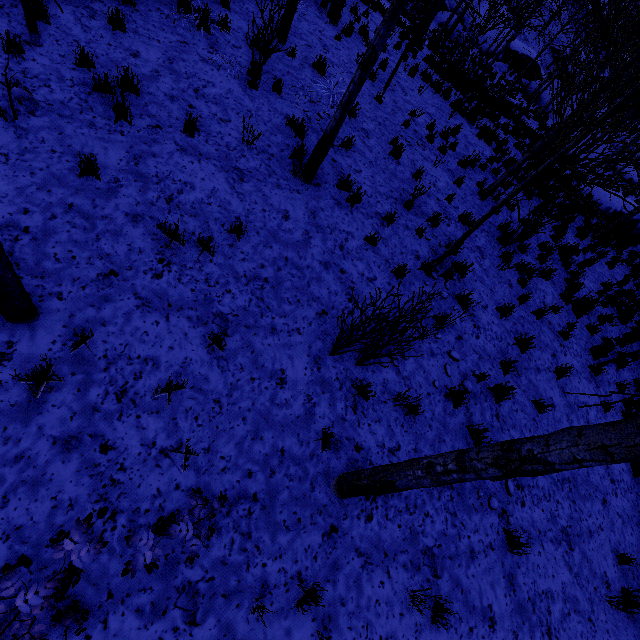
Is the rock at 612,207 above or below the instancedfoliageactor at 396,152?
above

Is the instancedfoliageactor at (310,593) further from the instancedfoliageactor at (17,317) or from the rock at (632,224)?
the rock at (632,224)

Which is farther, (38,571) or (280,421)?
(280,421)

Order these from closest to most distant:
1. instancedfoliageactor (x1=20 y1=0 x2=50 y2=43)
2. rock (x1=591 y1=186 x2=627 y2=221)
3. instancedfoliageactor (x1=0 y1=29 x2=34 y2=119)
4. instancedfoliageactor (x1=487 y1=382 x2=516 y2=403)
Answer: instancedfoliageactor (x1=0 y1=29 x2=34 y2=119), instancedfoliageactor (x1=20 y1=0 x2=50 y2=43), instancedfoliageactor (x1=487 y1=382 x2=516 y2=403), rock (x1=591 y1=186 x2=627 y2=221)

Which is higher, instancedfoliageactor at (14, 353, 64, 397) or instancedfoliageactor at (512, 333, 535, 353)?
instancedfoliageactor at (512, 333, 535, 353)

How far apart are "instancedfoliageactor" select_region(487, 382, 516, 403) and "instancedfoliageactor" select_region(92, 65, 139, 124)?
9.18m

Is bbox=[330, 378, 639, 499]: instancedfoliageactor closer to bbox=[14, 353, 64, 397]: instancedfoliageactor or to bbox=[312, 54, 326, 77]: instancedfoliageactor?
bbox=[14, 353, 64, 397]: instancedfoliageactor

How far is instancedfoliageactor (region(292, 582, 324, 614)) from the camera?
3.3m
